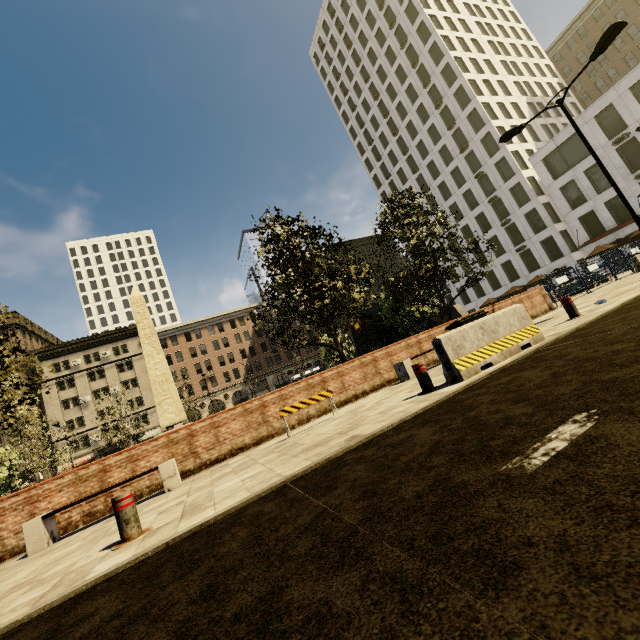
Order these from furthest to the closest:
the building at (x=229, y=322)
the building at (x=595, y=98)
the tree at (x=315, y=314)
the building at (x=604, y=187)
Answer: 1. the building at (x=229, y=322)
2. the building at (x=604, y=187)
3. the building at (x=595, y=98)
4. the tree at (x=315, y=314)

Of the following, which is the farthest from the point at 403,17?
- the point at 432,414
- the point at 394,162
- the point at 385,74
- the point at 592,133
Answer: the point at 432,414

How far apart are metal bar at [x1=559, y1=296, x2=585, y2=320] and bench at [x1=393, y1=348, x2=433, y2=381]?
3.10m

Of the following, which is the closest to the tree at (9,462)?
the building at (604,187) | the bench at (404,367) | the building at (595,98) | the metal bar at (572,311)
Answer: the building at (595,98)

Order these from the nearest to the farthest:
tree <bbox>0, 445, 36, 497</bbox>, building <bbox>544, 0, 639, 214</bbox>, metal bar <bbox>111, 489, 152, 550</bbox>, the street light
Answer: metal bar <bbox>111, 489, 152, 550</bbox>
the street light
tree <bbox>0, 445, 36, 497</bbox>
building <bbox>544, 0, 639, 214</bbox>

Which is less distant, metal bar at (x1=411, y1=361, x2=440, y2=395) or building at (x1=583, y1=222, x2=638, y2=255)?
metal bar at (x1=411, y1=361, x2=440, y2=395)

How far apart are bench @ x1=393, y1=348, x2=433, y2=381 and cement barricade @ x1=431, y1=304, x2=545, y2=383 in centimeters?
356cm
